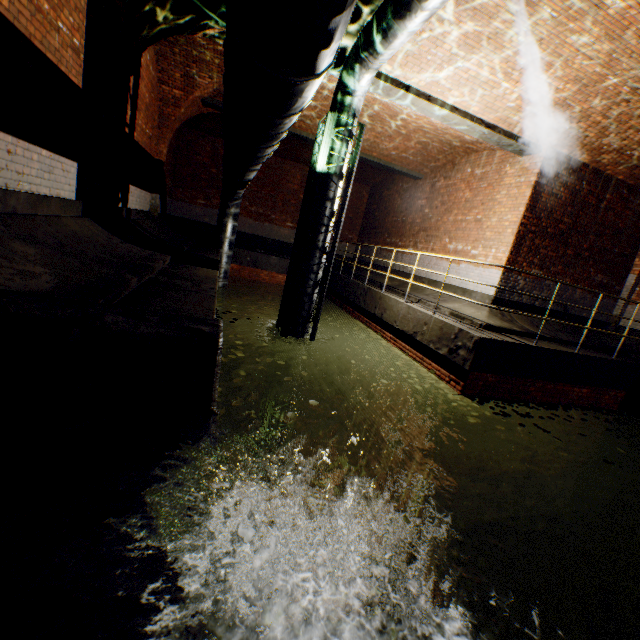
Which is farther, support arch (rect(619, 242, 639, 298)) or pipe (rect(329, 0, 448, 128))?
support arch (rect(619, 242, 639, 298))

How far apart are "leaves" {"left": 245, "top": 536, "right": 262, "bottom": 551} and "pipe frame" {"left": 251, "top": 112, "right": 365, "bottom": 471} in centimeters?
485cm

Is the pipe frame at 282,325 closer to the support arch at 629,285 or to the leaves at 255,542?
the leaves at 255,542

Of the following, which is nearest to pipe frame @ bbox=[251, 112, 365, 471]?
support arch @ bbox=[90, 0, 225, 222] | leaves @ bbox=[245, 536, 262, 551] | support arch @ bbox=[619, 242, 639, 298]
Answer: support arch @ bbox=[90, 0, 225, 222]

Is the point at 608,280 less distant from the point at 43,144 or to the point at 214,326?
the point at 214,326

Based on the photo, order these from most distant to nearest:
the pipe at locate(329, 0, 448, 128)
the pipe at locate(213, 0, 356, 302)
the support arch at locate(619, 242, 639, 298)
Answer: the support arch at locate(619, 242, 639, 298), the pipe at locate(329, 0, 448, 128), the pipe at locate(213, 0, 356, 302)

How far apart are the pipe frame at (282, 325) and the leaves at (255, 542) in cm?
485

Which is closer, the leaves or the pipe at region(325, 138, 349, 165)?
the leaves
